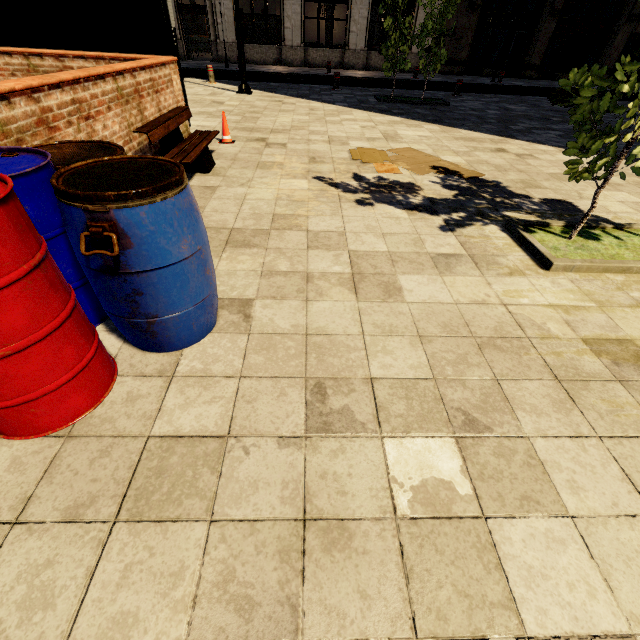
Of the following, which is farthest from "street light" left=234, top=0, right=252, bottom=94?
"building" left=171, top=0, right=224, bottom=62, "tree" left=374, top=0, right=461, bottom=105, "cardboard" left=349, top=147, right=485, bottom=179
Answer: "building" left=171, top=0, right=224, bottom=62

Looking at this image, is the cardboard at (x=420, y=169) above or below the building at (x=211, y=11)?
below

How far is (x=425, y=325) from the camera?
2.5 meters

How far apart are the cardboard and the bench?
2.3 meters

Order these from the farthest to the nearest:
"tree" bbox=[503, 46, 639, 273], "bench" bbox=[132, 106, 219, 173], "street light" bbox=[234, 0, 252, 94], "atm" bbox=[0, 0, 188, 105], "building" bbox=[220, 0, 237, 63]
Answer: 1. "building" bbox=[220, 0, 237, 63]
2. "street light" bbox=[234, 0, 252, 94]
3. "atm" bbox=[0, 0, 188, 105]
4. "bench" bbox=[132, 106, 219, 173]
5. "tree" bbox=[503, 46, 639, 273]

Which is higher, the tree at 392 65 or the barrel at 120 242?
the tree at 392 65

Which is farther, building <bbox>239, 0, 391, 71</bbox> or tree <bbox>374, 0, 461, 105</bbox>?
building <bbox>239, 0, 391, 71</bbox>
